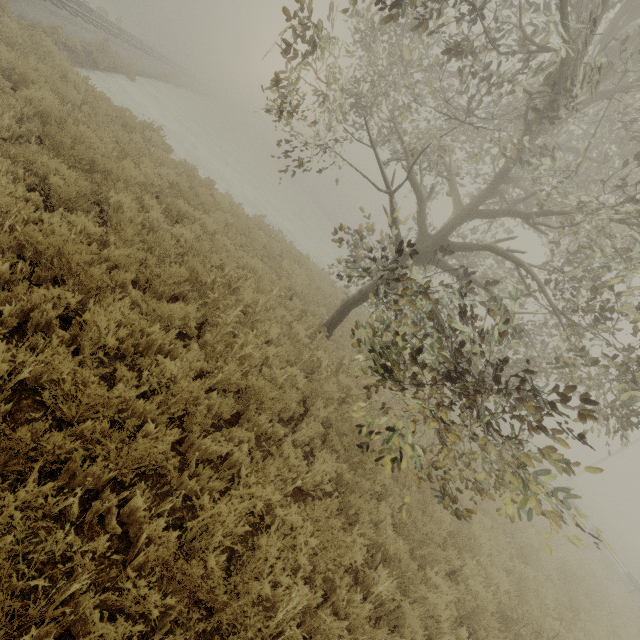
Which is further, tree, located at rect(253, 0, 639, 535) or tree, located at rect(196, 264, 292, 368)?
tree, located at rect(196, 264, 292, 368)

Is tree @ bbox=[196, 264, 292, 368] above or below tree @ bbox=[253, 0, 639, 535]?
below

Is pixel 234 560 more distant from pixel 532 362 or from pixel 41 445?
pixel 532 362

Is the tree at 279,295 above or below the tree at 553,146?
below

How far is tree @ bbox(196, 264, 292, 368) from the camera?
5.48m

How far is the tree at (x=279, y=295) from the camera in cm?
548
